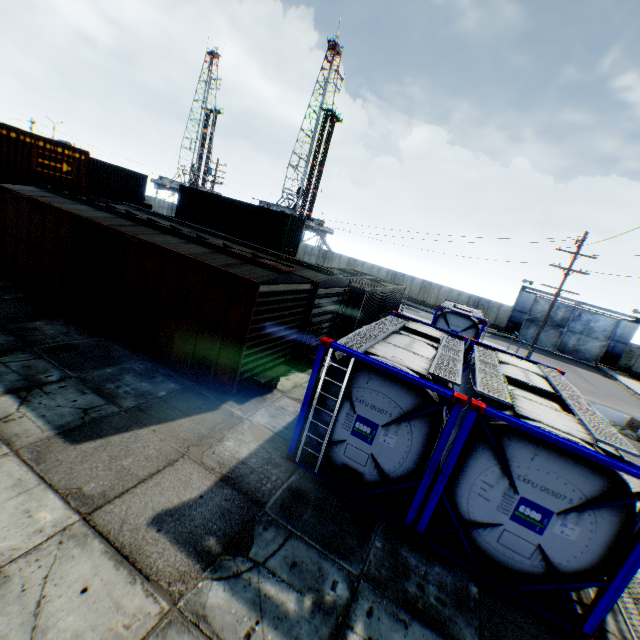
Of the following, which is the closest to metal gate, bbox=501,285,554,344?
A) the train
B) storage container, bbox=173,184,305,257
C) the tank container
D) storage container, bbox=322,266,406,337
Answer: storage container, bbox=322,266,406,337

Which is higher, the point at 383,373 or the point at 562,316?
the point at 562,316

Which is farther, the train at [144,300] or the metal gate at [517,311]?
the metal gate at [517,311]

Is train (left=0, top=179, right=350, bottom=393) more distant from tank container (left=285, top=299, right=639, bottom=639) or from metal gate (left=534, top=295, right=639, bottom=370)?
metal gate (left=534, top=295, right=639, bottom=370)

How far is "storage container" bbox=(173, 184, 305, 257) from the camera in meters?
25.7 m

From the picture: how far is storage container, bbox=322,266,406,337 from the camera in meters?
17.3

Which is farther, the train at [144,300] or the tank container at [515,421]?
the train at [144,300]

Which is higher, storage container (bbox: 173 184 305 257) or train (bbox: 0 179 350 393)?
storage container (bbox: 173 184 305 257)
